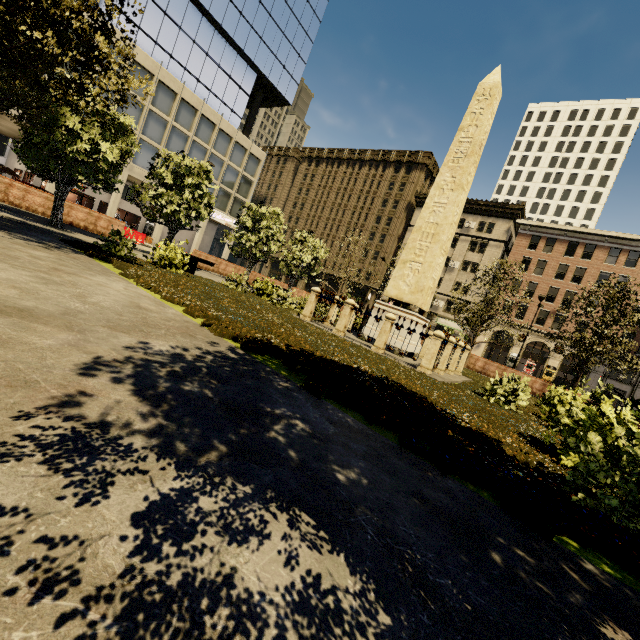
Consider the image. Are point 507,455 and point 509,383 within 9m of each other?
yes

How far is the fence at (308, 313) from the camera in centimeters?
1230cm

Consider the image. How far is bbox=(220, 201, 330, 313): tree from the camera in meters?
15.9 m

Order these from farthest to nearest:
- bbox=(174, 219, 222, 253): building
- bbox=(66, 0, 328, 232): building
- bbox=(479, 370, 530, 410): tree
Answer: bbox=(174, 219, 222, 253): building < bbox=(66, 0, 328, 232): building < bbox=(479, 370, 530, 410): tree

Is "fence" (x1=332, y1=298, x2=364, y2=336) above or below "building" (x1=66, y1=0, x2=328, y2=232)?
below

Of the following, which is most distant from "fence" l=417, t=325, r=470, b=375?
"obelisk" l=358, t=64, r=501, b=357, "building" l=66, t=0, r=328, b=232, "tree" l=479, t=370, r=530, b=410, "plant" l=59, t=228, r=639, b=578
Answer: "building" l=66, t=0, r=328, b=232

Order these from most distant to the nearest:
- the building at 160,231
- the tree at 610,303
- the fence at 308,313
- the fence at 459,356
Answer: the building at 160,231, the tree at 610,303, the fence at 308,313, the fence at 459,356

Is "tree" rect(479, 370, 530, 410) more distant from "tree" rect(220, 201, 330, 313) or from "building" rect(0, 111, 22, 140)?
"building" rect(0, 111, 22, 140)
